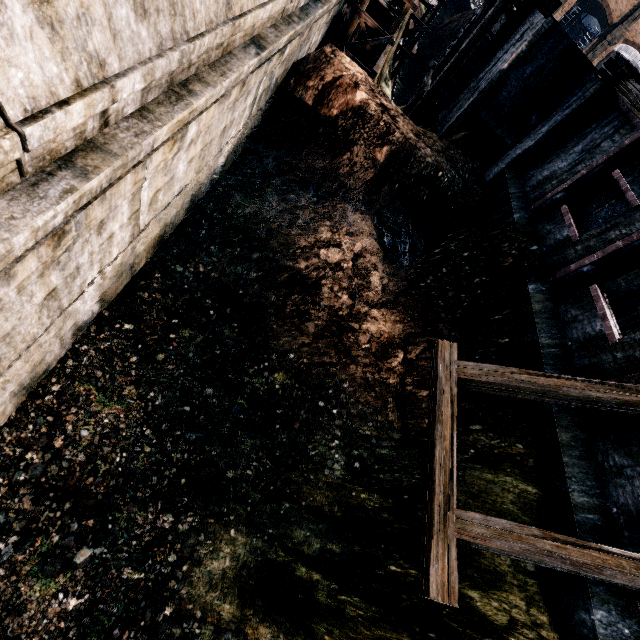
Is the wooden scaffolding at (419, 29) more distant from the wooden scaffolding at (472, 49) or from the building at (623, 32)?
the building at (623, 32)

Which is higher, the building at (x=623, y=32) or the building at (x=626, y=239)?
the building at (x=623, y=32)

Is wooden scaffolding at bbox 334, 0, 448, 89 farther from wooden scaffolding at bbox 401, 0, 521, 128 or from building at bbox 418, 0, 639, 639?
building at bbox 418, 0, 639, 639

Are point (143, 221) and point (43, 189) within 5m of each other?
yes

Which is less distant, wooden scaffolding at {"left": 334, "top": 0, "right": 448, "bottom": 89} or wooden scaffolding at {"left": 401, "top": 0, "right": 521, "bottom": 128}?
wooden scaffolding at {"left": 401, "top": 0, "right": 521, "bottom": 128}

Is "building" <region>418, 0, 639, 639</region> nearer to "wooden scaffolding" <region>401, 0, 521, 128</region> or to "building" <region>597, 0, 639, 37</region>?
"wooden scaffolding" <region>401, 0, 521, 128</region>

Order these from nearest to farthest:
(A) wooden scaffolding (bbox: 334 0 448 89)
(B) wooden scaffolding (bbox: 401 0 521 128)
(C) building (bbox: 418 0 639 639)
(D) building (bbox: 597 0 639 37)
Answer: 1. (C) building (bbox: 418 0 639 639)
2. (B) wooden scaffolding (bbox: 401 0 521 128)
3. (A) wooden scaffolding (bbox: 334 0 448 89)
4. (D) building (bbox: 597 0 639 37)
